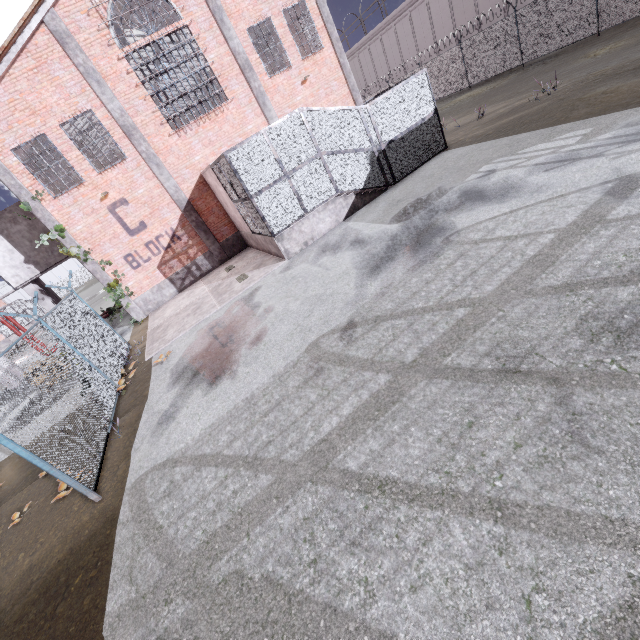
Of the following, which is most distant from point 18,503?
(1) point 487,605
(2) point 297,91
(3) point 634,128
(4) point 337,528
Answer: (2) point 297,91

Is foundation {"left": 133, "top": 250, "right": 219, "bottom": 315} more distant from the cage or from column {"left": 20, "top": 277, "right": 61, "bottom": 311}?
the cage

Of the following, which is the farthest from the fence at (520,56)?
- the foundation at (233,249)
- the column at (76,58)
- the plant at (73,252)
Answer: the foundation at (233,249)

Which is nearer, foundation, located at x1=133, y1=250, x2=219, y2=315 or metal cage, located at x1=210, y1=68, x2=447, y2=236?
metal cage, located at x1=210, y1=68, x2=447, y2=236

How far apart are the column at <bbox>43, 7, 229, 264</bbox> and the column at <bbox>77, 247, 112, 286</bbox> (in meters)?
4.34

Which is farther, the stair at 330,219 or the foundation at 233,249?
the foundation at 233,249

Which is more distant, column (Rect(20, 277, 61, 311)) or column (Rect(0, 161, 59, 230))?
column (Rect(20, 277, 61, 311))

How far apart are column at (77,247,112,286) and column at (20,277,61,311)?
4.8 meters
